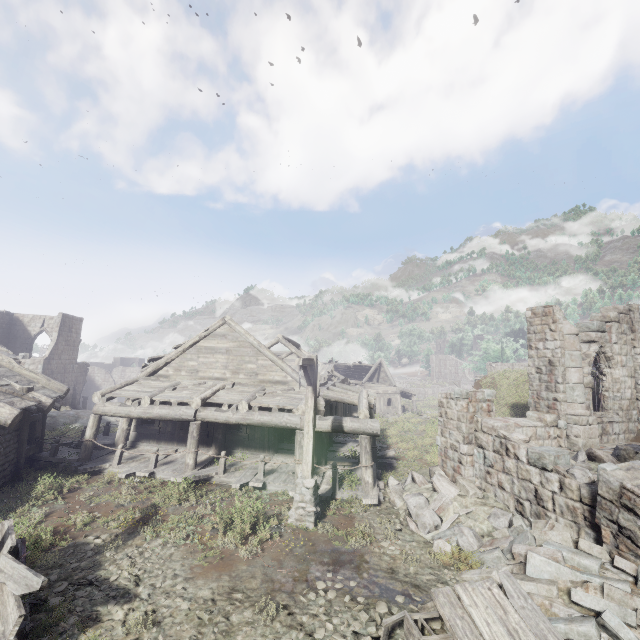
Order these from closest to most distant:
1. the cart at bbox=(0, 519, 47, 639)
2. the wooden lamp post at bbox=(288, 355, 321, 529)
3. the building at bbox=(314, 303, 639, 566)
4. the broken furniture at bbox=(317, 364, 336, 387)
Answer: the cart at bbox=(0, 519, 47, 639)
the building at bbox=(314, 303, 639, 566)
the wooden lamp post at bbox=(288, 355, 321, 529)
the broken furniture at bbox=(317, 364, 336, 387)

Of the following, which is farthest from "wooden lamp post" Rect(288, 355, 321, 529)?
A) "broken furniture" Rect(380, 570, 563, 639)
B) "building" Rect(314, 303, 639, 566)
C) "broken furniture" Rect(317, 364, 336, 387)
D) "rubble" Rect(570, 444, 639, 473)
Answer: "broken furniture" Rect(317, 364, 336, 387)

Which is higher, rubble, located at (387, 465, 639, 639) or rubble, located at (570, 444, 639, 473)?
rubble, located at (570, 444, 639, 473)

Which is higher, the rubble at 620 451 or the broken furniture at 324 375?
the broken furniture at 324 375

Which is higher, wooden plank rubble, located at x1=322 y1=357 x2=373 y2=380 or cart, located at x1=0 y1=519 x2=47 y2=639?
wooden plank rubble, located at x1=322 y1=357 x2=373 y2=380

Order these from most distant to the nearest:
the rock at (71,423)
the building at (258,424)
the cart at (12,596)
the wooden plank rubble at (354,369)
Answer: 1. the wooden plank rubble at (354,369)
2. the rock at (71,423)
3. the building at (258,424)
4. the cart at (12,596)

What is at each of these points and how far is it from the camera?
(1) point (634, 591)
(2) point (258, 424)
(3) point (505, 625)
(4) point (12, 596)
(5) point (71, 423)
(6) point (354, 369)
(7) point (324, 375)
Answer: (1) rubble, 5.8m
(2) building, 12.2m
(3) broken furniture, 4.9m
(4) cart, 4.9m
(5) rock, 19.5m
(6) wooden plank rubble, 42.4m
(7) broken furniture, 20.0m

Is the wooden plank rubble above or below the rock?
above
